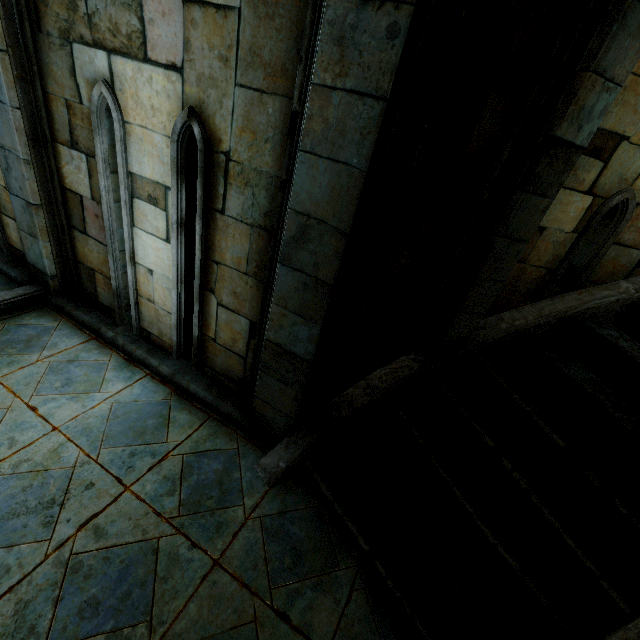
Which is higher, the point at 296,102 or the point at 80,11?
the point at 80,11
